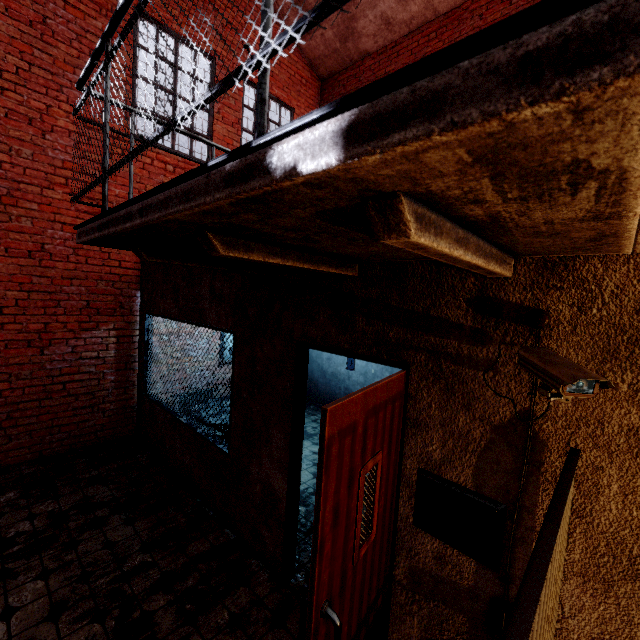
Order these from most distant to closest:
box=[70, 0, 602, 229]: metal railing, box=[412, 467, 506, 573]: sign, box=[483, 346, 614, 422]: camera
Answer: box=[412, 467, 506, 573]: sign
box=[483, 346, 614, 422]: camera
box=[70, 0, 602, 229]: metal railing

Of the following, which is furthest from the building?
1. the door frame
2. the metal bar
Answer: the door frame

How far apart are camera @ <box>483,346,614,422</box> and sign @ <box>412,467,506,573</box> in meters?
0.6 m

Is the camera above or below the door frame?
above

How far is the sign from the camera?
1.72m

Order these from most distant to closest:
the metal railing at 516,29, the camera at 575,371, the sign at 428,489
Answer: the sign at 428,489 → the camera at 575,371 → the metal railing at 516,29

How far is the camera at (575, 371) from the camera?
1.2 meters

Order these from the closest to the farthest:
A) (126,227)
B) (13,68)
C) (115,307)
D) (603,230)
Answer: (603,230), (126,227), (13,68), (115,307)
